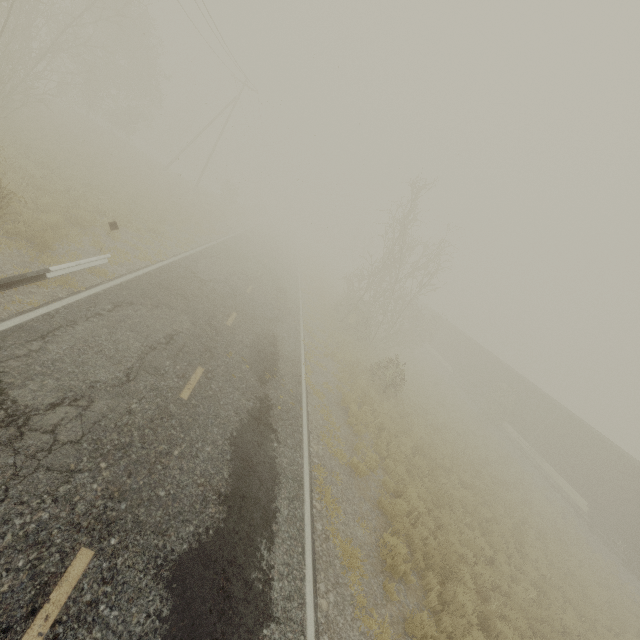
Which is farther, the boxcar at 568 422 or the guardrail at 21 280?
the boxcar at 568 422

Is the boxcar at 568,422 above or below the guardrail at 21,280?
above

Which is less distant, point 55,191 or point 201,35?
point 55,191

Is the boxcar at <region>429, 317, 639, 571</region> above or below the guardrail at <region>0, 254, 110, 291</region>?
above

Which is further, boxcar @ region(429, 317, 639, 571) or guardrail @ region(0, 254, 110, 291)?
boxcar @ region(429, 317, 639, 571)
